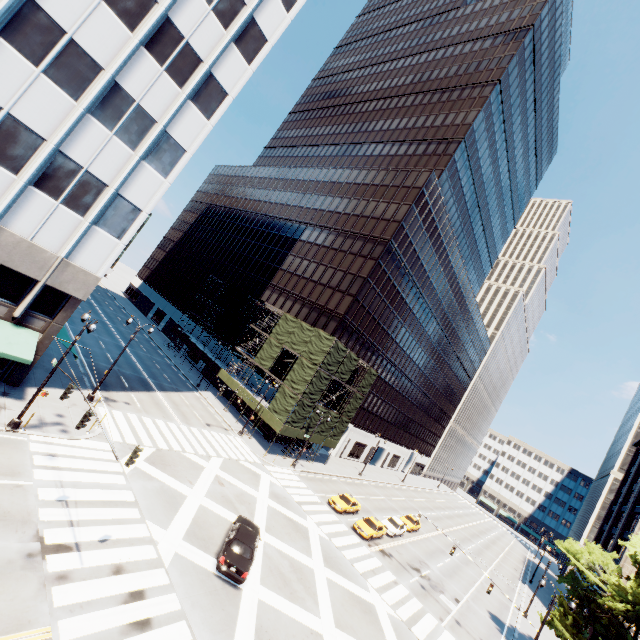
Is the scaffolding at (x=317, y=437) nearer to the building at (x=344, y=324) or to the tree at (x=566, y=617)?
the building at (x=344, y=324)

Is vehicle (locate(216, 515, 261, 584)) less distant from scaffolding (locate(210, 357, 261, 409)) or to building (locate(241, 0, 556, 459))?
scaffolding (locate(210, 357, 261, 409))

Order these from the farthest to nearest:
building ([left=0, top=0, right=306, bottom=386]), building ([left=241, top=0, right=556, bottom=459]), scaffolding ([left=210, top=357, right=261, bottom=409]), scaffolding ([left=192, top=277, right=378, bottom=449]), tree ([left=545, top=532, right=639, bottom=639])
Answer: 1. building ([left=241, top=0, right=556, bottom=459])
2. scaffolding ([left=210, top=357, right=261, bottom=409])
3. scaffolding ([left=192, top=277, right=378, bottom=449])
4. tree ([left=545, top=532, right=639, bottom=639])
5. building ([left=0, top=0, right=306, bottom=386])

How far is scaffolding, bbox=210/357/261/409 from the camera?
41.6 meters

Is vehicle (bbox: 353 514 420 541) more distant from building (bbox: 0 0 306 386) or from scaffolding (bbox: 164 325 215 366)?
building (bbox: 0 0 306 386)

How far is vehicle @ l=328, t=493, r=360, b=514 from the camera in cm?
3350

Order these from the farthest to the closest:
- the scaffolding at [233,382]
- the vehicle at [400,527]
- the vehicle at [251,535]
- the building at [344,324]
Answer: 1. the building at [344,324]
2. the scaffolding at [233,382]
3. the vehicle at [400,527]
4. the vehicle at [251,535]

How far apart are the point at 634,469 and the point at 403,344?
44.5 meters
